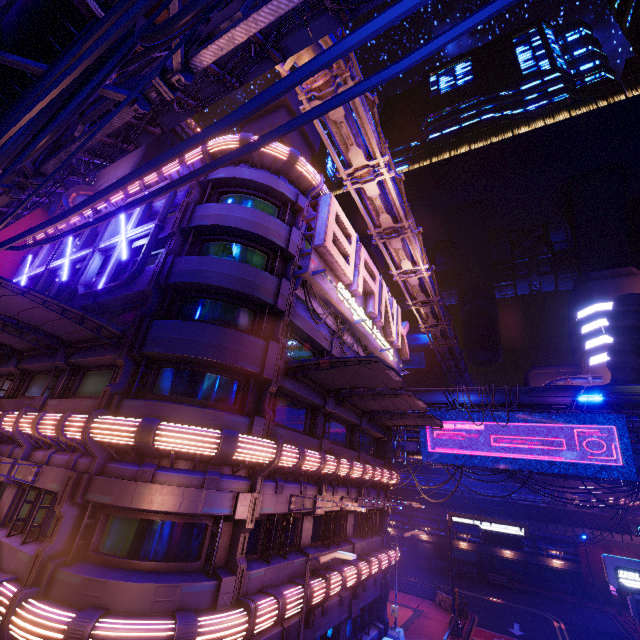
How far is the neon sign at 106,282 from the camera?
14.9m

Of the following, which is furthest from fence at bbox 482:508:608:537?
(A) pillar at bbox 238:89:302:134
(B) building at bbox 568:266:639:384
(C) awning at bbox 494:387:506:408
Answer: (A) pillar at bbox 238:89:302:134

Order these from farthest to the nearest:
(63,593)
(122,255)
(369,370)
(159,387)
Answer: (122,255) → (369,370) → (159,387) → (63,593)

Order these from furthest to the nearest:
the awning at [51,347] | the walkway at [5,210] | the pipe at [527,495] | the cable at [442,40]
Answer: the pipe at [527,495] → the walkway at [5,210] → the awning at [51,347] → the cable at [442,40]

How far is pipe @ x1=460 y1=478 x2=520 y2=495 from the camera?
41.4m

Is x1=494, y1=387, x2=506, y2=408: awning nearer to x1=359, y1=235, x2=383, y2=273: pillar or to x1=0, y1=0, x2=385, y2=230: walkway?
x1=359, y1=235, x2=383, y2=273: pillar

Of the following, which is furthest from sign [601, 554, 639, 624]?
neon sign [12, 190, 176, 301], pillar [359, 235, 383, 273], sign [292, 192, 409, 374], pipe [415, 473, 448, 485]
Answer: neon sign [12, 190, 176, 301]
